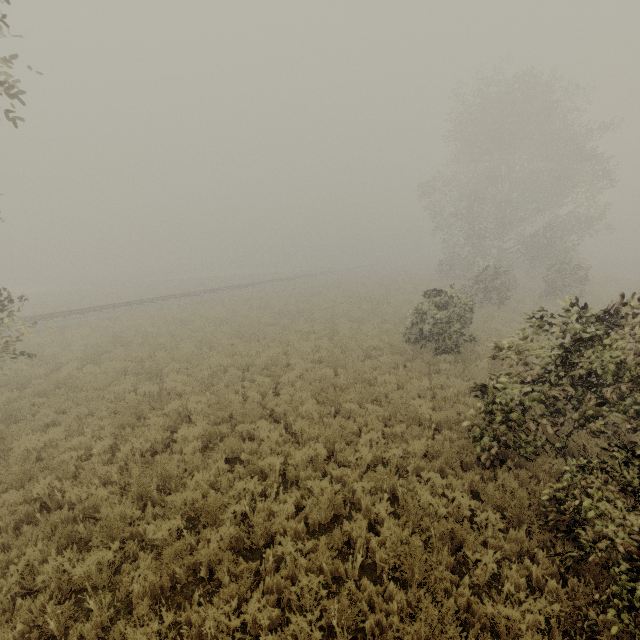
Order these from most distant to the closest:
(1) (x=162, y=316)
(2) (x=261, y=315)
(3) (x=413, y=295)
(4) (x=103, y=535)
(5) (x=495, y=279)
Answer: (3) (x=413, y=295), (1) (x=162, y=316), (2) (x=261, y=315), (5) (x=495, y=279), (4) (x=103, y=535)
